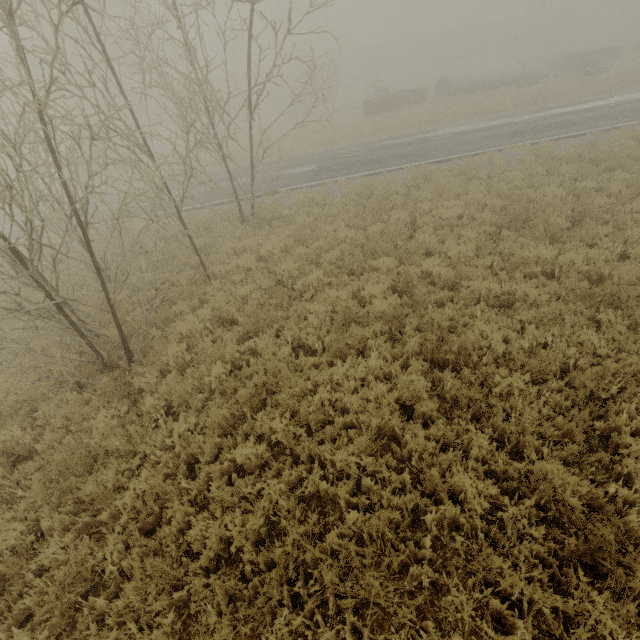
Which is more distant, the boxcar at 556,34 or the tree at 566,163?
the boxcar at 556,34

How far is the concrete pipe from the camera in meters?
28.7

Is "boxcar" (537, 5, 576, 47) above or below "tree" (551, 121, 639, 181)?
above

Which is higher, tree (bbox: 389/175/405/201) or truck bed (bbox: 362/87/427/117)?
truck bed (bbox: 362/87/427/117)

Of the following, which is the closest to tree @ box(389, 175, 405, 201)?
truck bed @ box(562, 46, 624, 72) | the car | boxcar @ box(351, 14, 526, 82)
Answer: the car

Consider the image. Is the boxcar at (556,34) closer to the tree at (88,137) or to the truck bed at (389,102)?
the truck bed at (389,102)

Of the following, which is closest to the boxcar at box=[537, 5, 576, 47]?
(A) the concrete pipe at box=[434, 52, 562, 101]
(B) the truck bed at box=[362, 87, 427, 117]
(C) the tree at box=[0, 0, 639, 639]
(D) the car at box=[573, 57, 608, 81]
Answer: (A) the concrete pipe at box=[434, 52, 562, 101]

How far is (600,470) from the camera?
4.21m
